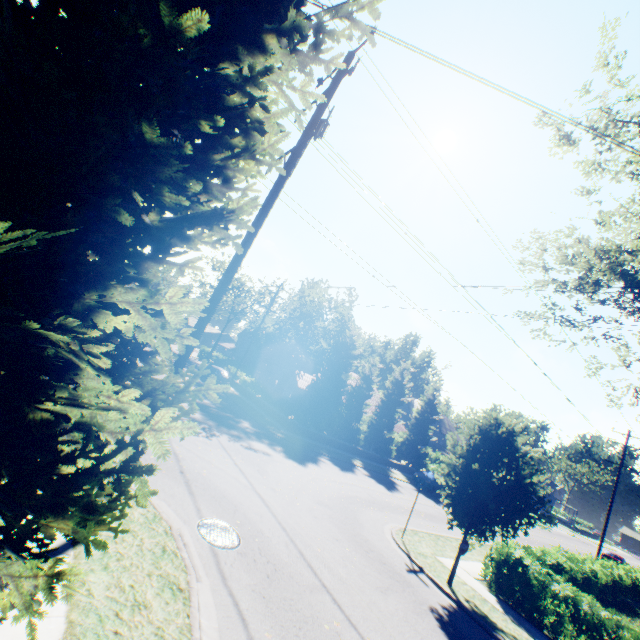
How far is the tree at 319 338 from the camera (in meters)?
28.92

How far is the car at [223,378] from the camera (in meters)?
31.53

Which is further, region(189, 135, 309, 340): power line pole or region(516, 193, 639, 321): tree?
region(516, 193, 639, 321): tree

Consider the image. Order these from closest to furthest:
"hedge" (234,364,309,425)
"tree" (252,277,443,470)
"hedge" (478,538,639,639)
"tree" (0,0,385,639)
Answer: "tree" (0,0,385,639), "hedge" (478,538,639,639), "hedge" (234,364,309,425), "tree" (252,277,443,470)

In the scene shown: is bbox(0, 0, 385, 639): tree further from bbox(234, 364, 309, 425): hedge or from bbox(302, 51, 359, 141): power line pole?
bbox(302, 51, 359, 141): power line pole

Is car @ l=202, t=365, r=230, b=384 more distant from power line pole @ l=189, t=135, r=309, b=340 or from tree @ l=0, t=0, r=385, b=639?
power line pole @ l=189, t=135, r=309, b=340

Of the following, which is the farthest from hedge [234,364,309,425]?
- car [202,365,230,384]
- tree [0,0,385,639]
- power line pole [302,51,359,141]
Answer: power line pole [302,51,359,141]

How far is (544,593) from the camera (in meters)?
11.61
